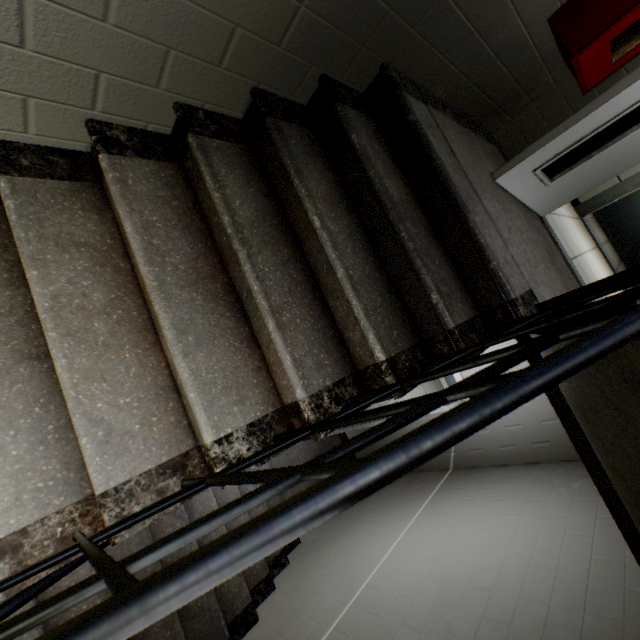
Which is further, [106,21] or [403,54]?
[403,54]

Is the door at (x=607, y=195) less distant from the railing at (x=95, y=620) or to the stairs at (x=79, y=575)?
the stairs at (x=79, y=575)

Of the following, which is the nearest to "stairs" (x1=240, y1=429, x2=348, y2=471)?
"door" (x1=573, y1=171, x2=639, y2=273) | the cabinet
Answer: the cabinet

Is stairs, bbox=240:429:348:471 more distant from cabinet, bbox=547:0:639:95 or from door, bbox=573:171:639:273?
door, bbox=573:171:639:273

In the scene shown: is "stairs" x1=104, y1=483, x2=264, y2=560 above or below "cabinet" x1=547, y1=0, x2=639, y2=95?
below

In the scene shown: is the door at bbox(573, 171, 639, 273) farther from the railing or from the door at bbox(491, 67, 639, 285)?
the railing

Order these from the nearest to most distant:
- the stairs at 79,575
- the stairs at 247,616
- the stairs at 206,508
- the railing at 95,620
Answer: the railing at 95,620, the stairs at 206,508, the stairs at 79,575, the stairs at 247,616

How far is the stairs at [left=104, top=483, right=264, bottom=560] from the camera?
1.0 meters
